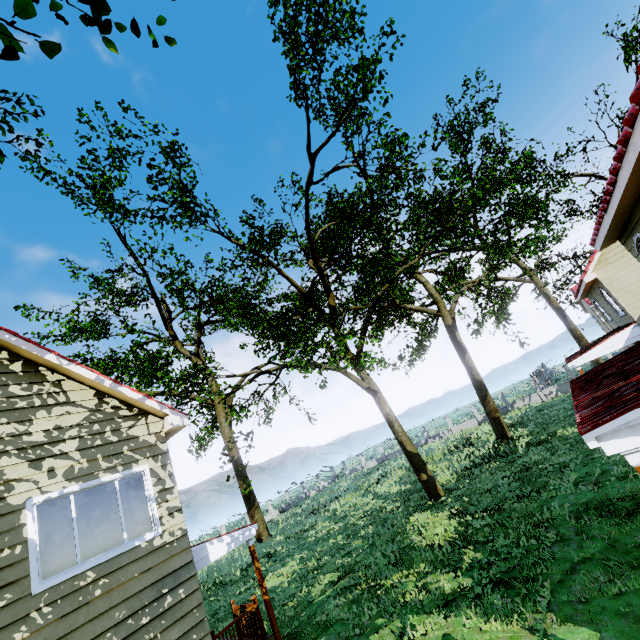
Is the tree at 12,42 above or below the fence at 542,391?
above

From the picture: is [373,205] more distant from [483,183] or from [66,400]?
Answer: [66,400]

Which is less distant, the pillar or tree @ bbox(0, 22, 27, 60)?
tree @ bbox(0, 22, 27, 60)

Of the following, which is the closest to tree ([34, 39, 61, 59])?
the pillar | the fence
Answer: the fence

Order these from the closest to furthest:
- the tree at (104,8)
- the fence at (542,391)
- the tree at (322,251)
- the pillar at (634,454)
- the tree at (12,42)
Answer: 1. the tree at (12,42)
2. the tree at (104,8)
3. the pillar at (634,454)
4. the tree at (322,251)
5. the fence at (542,391)

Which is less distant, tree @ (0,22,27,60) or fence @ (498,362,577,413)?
tree @ (0,22,27,60)

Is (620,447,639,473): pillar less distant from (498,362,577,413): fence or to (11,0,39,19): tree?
(11,0,39,19): tree
